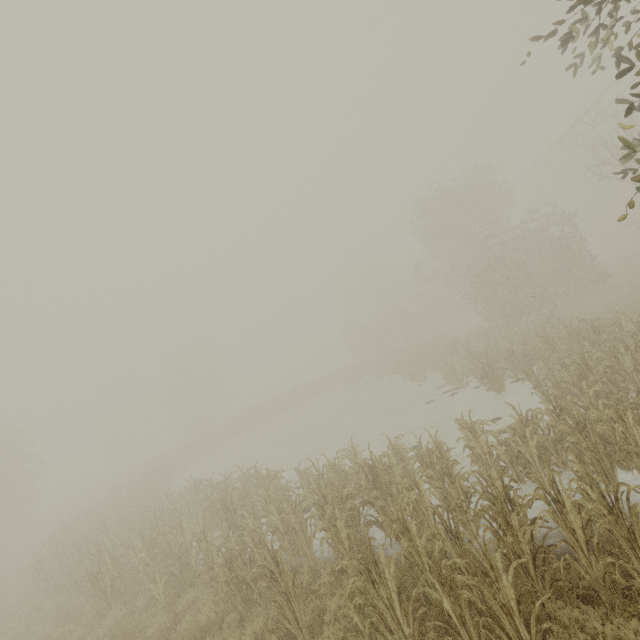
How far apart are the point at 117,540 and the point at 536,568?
13.3m
